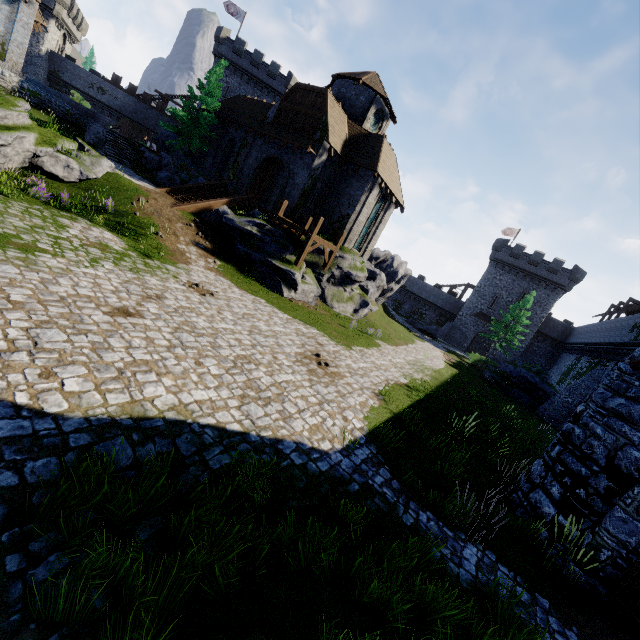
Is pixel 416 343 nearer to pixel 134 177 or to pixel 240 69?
pixel 134 177

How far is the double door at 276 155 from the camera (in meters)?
22.84

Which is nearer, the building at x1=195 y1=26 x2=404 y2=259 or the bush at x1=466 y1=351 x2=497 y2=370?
the building at x1=195 y1=26 x2=404 y2=259

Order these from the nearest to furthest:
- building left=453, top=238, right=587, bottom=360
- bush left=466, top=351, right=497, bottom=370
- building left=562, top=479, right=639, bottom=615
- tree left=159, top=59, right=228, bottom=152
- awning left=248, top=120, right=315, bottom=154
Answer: building left=562, top=479, right=639, bottom=615
awning left=248, top=120, right=315, bottom=154
tree left=159, top=59, right=228, bottom=152
bush left=466, top=351, right=497, bottom=370
building left=453, top=238, right=587, bottom=360

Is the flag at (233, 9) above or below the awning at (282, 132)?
above

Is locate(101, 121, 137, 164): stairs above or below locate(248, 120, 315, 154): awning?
below

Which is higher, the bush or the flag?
the flag

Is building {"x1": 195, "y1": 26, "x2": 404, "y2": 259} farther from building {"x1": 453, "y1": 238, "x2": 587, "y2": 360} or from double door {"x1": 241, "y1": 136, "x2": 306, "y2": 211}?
building {"x1": 453, "y1": 238, "x2": 587, "y2": 360}
